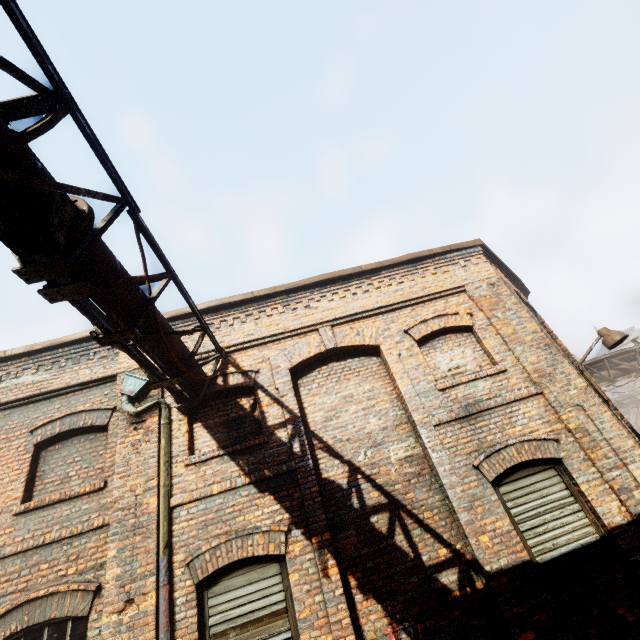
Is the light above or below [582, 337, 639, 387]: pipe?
below

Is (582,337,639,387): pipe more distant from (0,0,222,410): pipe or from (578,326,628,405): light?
(0,0,222,410): pipe

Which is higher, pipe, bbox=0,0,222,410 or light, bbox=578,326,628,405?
pipe, bbox=0,0,222,410

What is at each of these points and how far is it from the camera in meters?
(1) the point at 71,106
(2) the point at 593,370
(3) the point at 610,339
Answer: (1) pipe, 2.7
(2) pipe, 11.9
(3) light, 6.1

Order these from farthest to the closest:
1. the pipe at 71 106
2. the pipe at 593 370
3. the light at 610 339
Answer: the pipe at 593 370 < the light at 610 339 < the pipe at 71 106

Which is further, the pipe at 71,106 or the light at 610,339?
the light at 610,339

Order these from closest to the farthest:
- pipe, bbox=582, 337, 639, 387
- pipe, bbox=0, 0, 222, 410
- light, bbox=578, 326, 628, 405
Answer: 1. pipe, bbox=0, 0, 222, 410
2. light, bbox=578, 326, 628, 405
3. pipe, bbox=582, 337, 639, 387

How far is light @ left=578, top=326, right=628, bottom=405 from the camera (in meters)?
6.00
